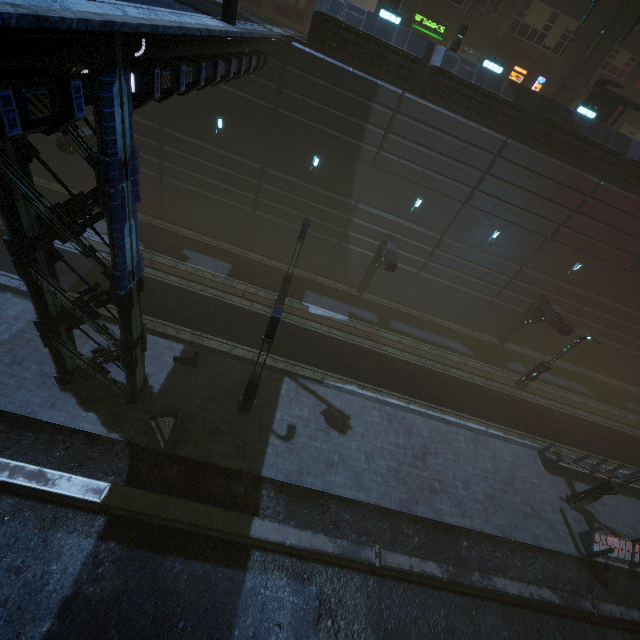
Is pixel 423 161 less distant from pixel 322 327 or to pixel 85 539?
pixel 322 327

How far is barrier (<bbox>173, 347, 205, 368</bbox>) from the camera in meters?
14.2

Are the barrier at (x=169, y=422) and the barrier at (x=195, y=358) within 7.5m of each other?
yes

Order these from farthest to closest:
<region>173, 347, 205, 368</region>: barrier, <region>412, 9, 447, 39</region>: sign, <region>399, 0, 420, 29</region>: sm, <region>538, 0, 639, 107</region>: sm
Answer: <region>412, 9, 447, 39</region>: sign, <region>399, 0, 420, 29</region>: sm, <region>538, 0, 639, 107</region>: sm, <region>173, 347, 205, 368</region>: barrier

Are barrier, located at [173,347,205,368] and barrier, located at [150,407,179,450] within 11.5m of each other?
yes

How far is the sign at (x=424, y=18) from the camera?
21.9 meters

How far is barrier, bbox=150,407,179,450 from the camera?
11.98m

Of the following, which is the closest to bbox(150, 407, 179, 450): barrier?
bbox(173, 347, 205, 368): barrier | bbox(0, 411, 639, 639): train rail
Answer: bbox(0, 411, 639, 639): train rail
